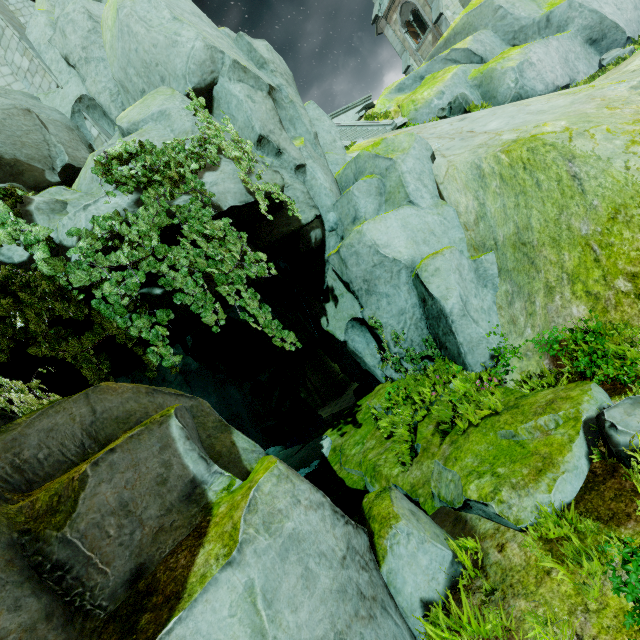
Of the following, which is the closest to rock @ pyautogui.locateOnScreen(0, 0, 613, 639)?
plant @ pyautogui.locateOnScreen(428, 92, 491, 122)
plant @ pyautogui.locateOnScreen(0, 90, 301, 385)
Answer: plant @ pyautogui.locateOnScreen(0, 90, 301, 385)

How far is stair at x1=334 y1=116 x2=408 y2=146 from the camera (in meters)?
14.75

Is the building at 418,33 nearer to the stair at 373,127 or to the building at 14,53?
the stair at 373,127

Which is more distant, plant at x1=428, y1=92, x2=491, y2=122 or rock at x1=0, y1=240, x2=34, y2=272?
plant at x1=428, y1=92, x2=491, y2=122

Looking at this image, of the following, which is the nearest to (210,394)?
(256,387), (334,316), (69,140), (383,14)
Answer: (256,387)

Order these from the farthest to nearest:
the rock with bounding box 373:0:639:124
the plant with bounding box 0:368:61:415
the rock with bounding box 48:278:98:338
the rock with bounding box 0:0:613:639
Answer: the rock with bounding box 373:0:639:124, the rock with bounding box 48:278:98:338, the plant with bounding box 0:368:61:415, the rock with bounding box 0:0:613:639

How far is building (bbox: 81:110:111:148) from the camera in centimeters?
1143cm

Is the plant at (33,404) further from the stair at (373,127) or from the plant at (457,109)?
the plant at (457,109)
